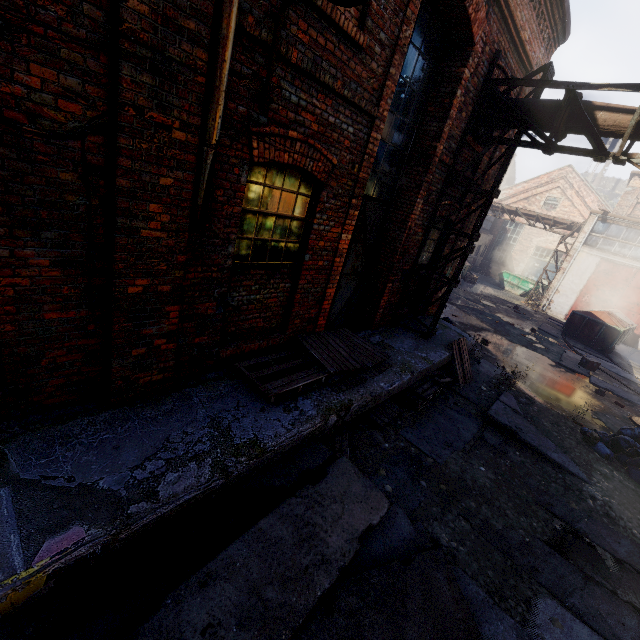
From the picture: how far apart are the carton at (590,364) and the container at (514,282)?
14.0 meters

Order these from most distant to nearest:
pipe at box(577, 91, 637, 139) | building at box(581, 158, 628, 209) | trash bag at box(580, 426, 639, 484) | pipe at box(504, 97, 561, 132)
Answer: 1. building at box(581, 158, 628, 209)
2. trash bag at box(580, 426, 639, 484)
3. pipe at box(504, 97, 561, 132)
4. pipe at box(577, 91, 637, 139)

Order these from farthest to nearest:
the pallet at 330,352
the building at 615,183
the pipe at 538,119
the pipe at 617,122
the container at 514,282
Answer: the building at 615,183, the container at 514,282, the pipe at 538,119, the pipe at 617,122, the pallet at 330,352

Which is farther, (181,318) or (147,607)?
(181,318)

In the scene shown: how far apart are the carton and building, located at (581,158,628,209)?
57.0m

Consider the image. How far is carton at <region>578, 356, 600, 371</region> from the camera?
12.38m

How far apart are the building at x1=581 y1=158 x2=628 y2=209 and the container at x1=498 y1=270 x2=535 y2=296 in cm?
4202

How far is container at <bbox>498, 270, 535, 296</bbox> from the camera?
25.3 meters
